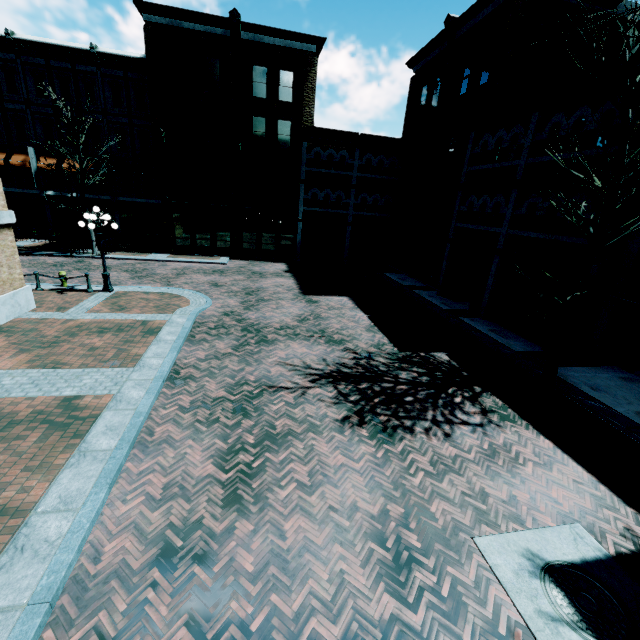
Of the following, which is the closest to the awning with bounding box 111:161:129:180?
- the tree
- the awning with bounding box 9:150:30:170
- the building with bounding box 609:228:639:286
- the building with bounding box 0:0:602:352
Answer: the building with bounding box 0:0:602:352

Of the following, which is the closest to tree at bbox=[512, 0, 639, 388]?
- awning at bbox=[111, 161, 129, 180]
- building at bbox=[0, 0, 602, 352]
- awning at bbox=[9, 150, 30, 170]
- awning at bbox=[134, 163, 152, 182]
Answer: building at bbox=[0, 0, 602, 352]

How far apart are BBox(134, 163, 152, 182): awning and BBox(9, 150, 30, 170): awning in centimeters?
717cm

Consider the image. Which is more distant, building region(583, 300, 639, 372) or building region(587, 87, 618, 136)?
building region(583, 300, 639, 372)

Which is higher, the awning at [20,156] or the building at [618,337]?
the awning at [20,156]

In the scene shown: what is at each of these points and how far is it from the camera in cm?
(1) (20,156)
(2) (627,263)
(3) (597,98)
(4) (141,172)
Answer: (1) awning, 2384
(2) building, 1095
(3) building, 1055
(4) awning, 2528

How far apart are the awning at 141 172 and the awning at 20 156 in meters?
7.2

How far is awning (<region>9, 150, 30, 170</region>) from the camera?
23.56m
